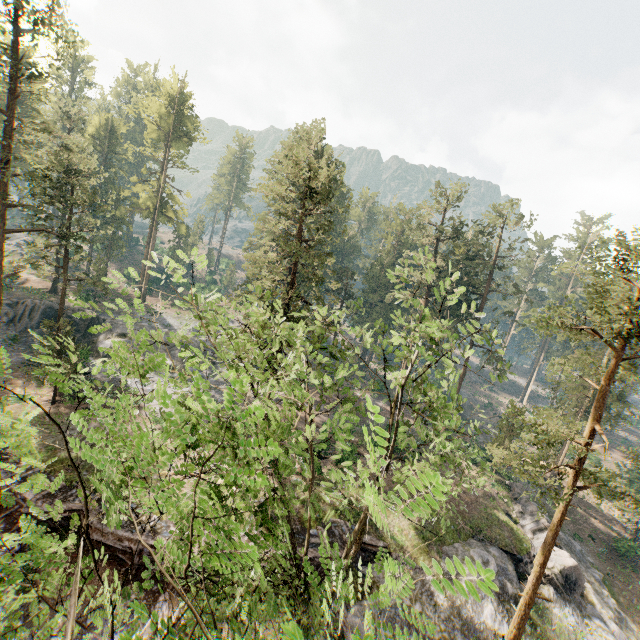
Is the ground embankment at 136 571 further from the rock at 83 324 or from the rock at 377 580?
the rock at 83 324

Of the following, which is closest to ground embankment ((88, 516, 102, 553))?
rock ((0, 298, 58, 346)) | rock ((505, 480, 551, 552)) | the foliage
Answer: rock ((505, 480, 551, 552))

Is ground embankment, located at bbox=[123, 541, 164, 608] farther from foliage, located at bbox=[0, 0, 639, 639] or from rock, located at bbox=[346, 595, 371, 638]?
foliage, located at bbox=[0, 0, 639, 639]

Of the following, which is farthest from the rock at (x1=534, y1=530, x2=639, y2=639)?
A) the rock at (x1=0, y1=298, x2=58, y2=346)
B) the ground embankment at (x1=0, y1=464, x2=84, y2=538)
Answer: the rock at (x1=0, y1=298, x2=58, y2=346)

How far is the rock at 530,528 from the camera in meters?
27.9

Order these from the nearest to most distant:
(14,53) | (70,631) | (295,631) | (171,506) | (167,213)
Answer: (295,631) → (171,506) → (70,631) → (14,53) → (167,213)

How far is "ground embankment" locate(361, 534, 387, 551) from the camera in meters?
21.9
